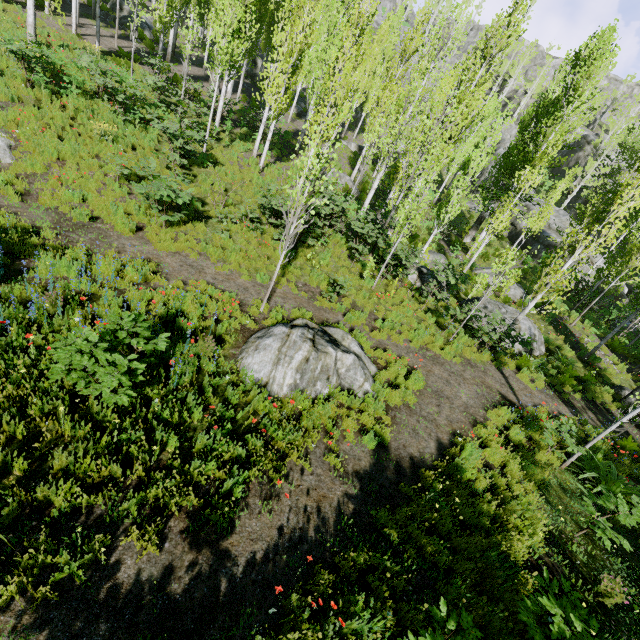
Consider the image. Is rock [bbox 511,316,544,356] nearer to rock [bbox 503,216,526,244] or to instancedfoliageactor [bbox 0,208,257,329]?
instancedfoliageactor [bbox 0,208,257,329]

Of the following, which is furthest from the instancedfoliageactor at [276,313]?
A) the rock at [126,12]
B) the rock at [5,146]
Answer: the rock at [5,146]

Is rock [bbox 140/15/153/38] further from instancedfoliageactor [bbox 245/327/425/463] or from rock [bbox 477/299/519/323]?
rock [bbox 477/299/519/323]

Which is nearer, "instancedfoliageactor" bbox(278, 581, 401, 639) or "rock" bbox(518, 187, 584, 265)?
"instancedfoliageactor" bbox(278, 581, 401, 639)

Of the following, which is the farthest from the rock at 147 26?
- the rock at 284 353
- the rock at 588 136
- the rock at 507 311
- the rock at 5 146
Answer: the rock at 507 311

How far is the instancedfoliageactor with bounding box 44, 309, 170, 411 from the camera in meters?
4.3 m

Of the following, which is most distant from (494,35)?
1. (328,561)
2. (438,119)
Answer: (328,561)

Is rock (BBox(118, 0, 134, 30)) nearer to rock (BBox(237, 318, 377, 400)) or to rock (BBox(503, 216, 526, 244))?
rock (BBox(503, 216, 526, 244))
